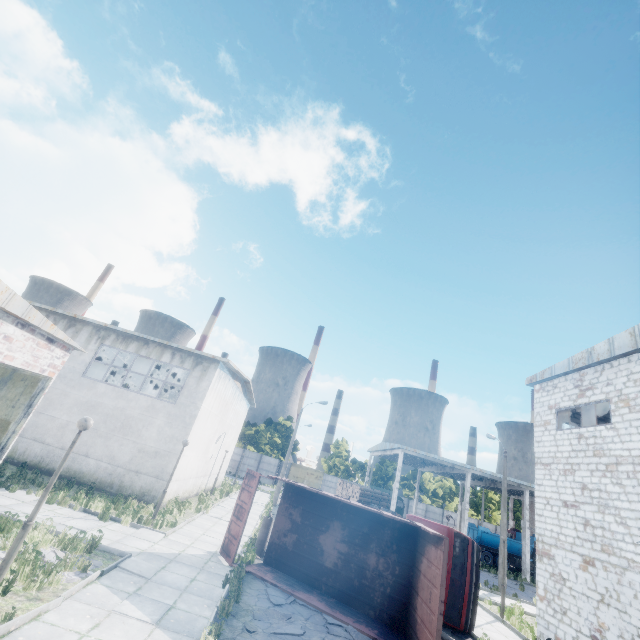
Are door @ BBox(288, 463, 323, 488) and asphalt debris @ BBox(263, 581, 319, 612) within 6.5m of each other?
no

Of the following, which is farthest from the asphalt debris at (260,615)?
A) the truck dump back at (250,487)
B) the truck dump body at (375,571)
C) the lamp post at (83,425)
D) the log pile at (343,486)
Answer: the log pile at (343,486)

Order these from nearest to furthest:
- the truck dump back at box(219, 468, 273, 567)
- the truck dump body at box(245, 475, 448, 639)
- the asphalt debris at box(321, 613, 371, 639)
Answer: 1. the asphalt debris at box(321, 613, 371, 639)
2. the truck dump body at box(245, 475, 448, 639)
3. the truck dump back at box(219, 468, 273, 567)

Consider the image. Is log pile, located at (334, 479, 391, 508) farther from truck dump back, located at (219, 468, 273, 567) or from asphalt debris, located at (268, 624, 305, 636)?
truck dump back, located at (219, 468, 273, 567)

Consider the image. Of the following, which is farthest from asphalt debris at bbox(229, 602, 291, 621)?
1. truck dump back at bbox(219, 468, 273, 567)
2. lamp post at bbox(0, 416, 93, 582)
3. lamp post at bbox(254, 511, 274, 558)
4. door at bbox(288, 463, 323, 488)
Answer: door at bbox(288, 463, 323, 488)

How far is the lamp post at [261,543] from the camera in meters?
13.4

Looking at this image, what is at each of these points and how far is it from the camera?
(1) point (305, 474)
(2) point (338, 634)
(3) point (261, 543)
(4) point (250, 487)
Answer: (1) door, 54.62m
(2) asphalt debris, 8.77m
(3) lamp post, 13.55m
(4) truck dump back, 12.50m

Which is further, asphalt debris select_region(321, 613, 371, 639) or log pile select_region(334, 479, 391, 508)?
log pile select_region(334, 479, 391, 508)
